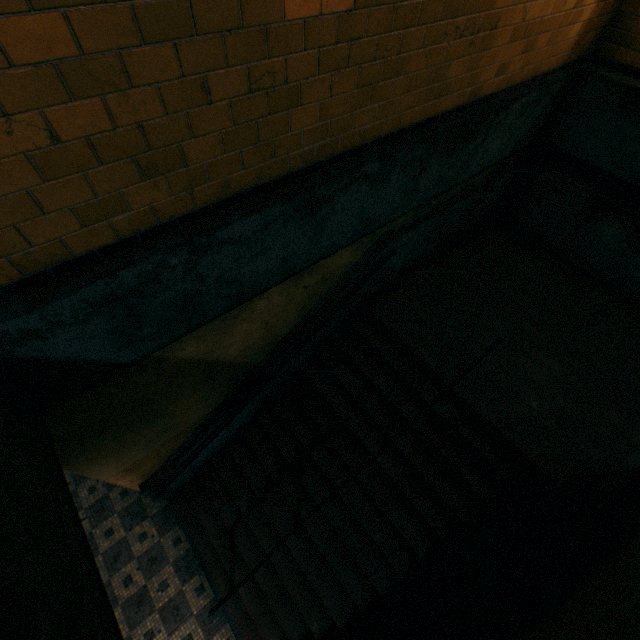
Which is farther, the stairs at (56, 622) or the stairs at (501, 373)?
the stairs at (501, 373)

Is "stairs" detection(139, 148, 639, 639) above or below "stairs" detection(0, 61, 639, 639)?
below

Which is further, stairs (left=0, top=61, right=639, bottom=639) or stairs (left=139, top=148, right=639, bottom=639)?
stairs (left=139, top=148, right=639, bottom=639)

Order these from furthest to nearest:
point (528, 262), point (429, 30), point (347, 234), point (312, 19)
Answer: point (528, 262) → point (347, 234) → point (429, 30) → point (312, 19)

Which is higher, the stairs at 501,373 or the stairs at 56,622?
the stairs at 56,622
